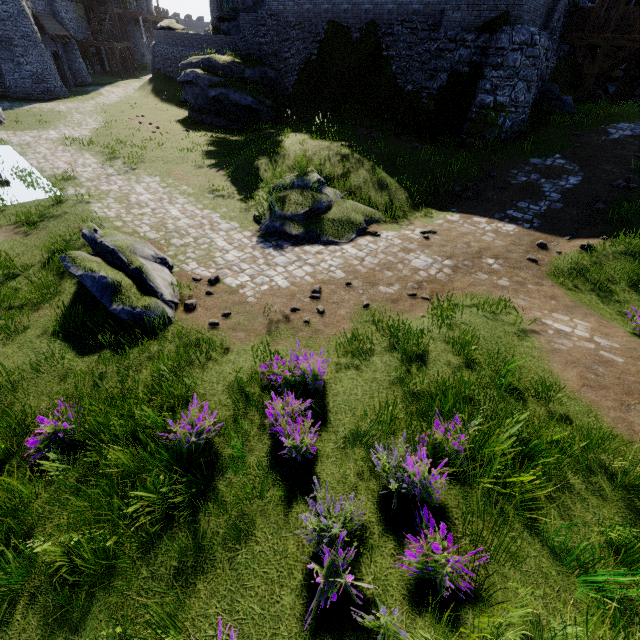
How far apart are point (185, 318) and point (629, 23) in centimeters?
2423cm

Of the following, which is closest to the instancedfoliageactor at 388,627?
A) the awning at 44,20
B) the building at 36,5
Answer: the building at 36,5

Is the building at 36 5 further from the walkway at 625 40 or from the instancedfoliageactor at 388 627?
the walkway at 625 40

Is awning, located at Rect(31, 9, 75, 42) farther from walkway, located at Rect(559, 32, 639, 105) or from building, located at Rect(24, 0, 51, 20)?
walkway, located at Rect(559, 32, 639, 105)

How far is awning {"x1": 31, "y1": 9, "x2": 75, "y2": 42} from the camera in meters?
25.3

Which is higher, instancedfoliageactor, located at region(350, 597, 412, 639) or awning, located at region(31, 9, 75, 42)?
awning, located at region(31, 9, 75, 42)

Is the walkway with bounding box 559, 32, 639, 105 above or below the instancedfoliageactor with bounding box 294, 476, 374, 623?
above

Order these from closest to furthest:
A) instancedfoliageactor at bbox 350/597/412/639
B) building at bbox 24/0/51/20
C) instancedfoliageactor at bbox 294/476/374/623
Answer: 1. instancedfoliageactor at bbox 350/597/412/639
2. instancedfoliageactor at bbox 294/476/374/623
3. building at bbox 24/0/51/20
